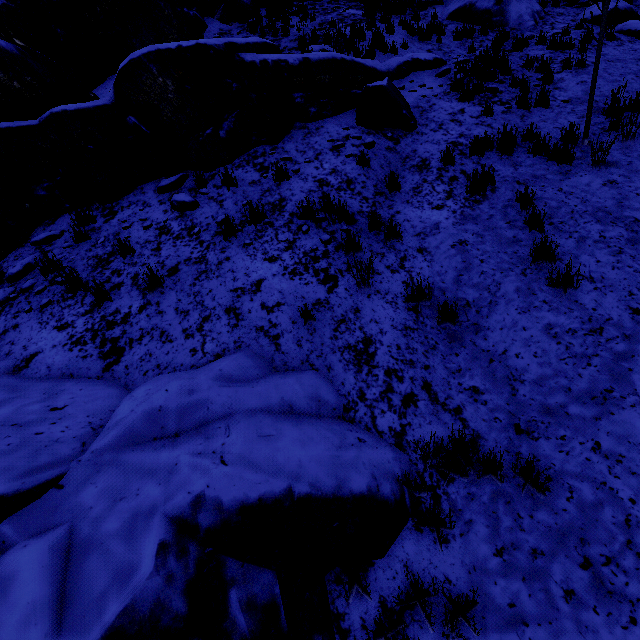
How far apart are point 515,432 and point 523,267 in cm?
242

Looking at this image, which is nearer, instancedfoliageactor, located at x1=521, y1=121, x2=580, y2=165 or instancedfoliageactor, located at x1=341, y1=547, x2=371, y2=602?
instancedfoliageactor, located at x1=341, y1=547, x2=371, y2=602

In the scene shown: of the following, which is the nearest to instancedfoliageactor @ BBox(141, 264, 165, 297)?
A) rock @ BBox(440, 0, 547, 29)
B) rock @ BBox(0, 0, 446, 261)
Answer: rock @ BBox(0, 0, 446, 261)

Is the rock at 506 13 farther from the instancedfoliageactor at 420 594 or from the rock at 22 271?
the instancedfoliageactor at 420 594

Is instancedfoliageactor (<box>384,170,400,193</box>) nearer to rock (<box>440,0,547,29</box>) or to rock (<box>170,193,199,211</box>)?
rock (<box>170,193,199,211</box>)
